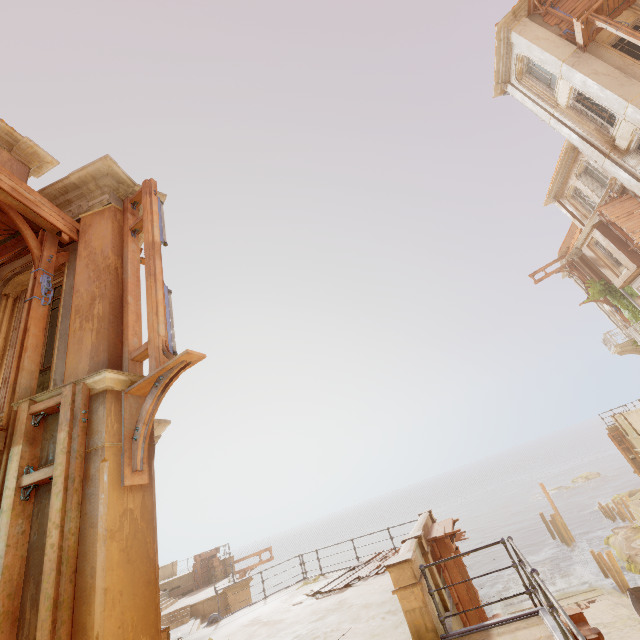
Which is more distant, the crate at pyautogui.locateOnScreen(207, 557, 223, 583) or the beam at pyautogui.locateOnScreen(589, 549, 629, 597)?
the crate at pyautogui.locateOnScreen(207, 557, 223, 583)

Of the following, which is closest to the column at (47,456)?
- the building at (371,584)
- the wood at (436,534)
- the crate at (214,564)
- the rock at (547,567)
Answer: the building at (371,584)

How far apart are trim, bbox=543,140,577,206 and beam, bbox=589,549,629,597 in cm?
2427

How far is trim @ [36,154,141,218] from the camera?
6.2 meters

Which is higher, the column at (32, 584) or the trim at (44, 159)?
the trim at (44, 159)

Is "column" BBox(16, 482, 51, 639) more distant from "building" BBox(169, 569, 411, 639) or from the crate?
the crate

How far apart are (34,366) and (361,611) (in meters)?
9.22

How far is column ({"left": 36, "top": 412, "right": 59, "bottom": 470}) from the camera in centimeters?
390cm
